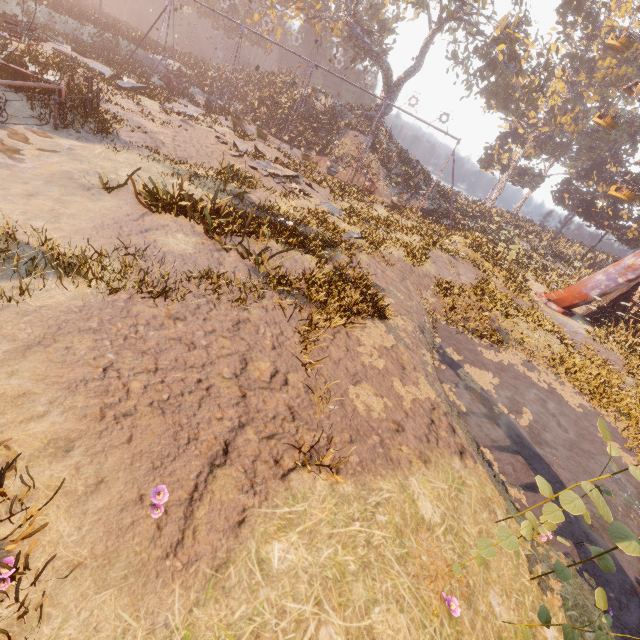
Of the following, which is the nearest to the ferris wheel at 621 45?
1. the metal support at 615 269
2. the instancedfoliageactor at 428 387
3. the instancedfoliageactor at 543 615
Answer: the metal support at 615 269

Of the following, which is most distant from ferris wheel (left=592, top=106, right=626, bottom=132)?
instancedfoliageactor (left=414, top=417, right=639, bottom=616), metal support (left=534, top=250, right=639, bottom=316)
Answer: instancedfoliageactor (left=414, top=417, right=639, bottom=616)

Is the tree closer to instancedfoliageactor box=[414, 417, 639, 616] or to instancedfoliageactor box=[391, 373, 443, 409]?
instancedfoliageactor box=[391, 373, 443, 409]

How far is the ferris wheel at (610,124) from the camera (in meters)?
22.59

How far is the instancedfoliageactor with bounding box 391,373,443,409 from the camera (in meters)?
6.67

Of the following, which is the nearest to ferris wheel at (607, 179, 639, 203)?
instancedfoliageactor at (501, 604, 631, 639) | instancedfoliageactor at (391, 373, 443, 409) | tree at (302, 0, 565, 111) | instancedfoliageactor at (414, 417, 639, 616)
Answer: tree at (302, 0, 565, 111)

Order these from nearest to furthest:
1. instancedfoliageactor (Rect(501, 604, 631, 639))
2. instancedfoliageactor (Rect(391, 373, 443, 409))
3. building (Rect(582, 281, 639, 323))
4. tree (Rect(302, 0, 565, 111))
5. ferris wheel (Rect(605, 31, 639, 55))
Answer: instancedfoliageactor (Rect(501, 604, 631, 639)) → instancedfoliageactor (Rect(391, 373, 443, 409)) → building (Rect(582, 281, 639, 323)) → ferris wheel (Rect(605, 31, 639, 55)) → tree (Rect(302, 0, 565, 111))

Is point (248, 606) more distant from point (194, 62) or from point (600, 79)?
point (600, 79)
